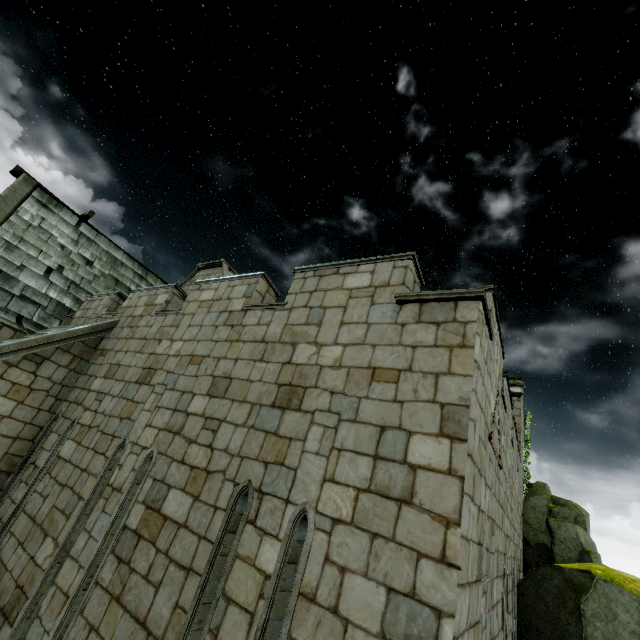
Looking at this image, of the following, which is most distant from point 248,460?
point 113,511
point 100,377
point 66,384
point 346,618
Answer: point 66,384

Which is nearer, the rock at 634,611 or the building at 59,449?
the building at 59,449

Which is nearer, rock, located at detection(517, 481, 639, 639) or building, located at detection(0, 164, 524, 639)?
building, located at detection(0, 164, 524, 639)
